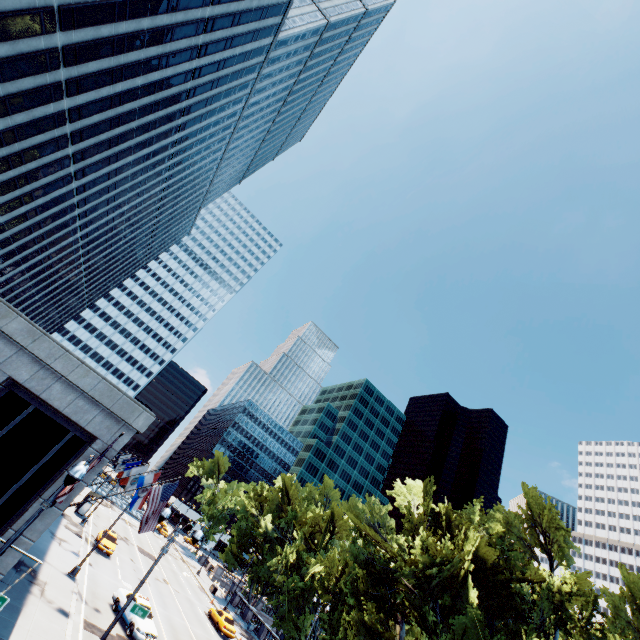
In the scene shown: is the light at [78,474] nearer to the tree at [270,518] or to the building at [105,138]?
the building at [105,138]

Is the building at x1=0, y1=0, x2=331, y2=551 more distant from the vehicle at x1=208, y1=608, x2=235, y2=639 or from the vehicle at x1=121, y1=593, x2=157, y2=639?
the vehicle at x1=208, y1=608, x2=235, y2=639

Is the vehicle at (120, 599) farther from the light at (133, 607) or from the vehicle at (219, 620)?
the vehicle at (219, 620)

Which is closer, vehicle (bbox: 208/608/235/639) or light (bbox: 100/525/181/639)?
light (bbox: 100/525/181/639)

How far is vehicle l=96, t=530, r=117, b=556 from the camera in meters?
32.7

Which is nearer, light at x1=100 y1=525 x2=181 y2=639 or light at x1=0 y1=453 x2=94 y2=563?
light at x1=0 y1=453 x2=94 y2=563

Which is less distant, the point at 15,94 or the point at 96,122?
the point at 15,94

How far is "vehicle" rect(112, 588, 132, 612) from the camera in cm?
2300
